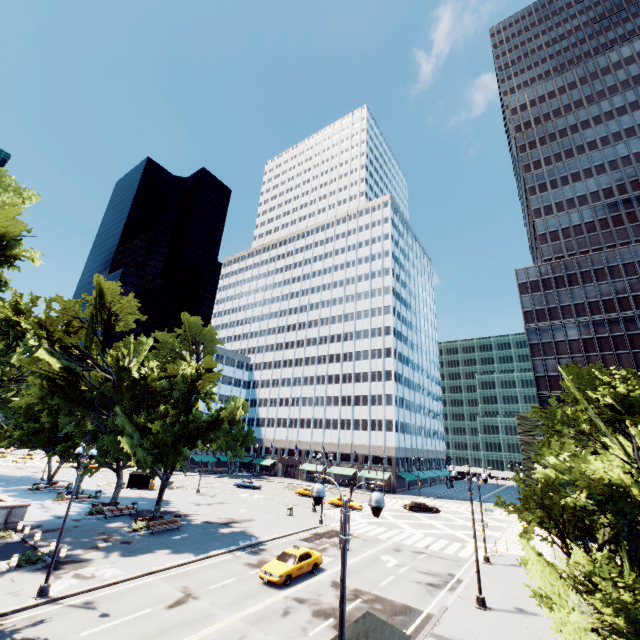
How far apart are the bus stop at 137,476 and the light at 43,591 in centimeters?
3697cm

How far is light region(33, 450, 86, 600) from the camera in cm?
1664

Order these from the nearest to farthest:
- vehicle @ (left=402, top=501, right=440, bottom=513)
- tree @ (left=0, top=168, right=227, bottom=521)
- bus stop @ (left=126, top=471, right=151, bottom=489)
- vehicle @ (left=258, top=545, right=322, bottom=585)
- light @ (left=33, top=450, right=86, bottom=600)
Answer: light @ (left=33, top=450, right=86, bottom=600) → vehicle @ (left=258, top=545, right=322, bottom=585) → tree @ (left=0, top=168, right=227, bottom=521) → vehicle @ (left=402, top=501, right=440, bottom=513) → bus stop @ (left=126, top=471, right=151, bottom=489)

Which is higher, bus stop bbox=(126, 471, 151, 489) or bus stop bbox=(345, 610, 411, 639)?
bus stop bbox=(345, 610, 411, 639)

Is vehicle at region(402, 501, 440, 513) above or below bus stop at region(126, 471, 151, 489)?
below

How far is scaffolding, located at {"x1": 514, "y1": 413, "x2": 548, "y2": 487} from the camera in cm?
5155

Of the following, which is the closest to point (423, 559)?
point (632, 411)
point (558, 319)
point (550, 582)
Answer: point (550, 582)

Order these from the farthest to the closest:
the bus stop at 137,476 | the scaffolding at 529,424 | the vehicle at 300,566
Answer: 1. the scaffolding at 529,424
2. the bus stop at 137,476
3. the vehicle at 300,566
